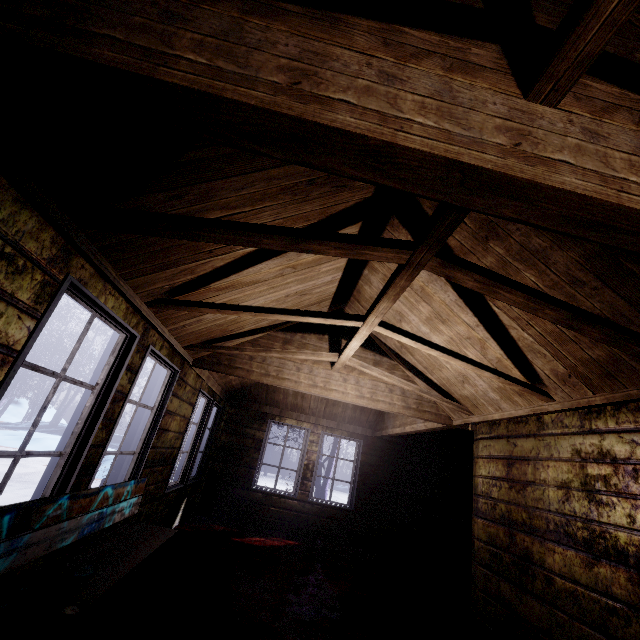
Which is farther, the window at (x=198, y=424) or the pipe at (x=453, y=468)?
the pipe at (x=453, y=468)

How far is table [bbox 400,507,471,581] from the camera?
5.43m

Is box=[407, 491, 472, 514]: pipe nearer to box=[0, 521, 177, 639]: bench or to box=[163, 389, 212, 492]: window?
box=[163, 389, 212, 492]: window

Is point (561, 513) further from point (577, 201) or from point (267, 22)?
point (267, 22)

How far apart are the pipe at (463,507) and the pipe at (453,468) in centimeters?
43cm

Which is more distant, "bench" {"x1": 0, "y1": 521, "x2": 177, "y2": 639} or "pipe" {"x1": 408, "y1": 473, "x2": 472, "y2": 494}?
"pipe" {"x1": 408, "y1": 473, "x2": 472, "y2": 494}

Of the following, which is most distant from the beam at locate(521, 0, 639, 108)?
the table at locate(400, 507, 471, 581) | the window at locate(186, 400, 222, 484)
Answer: the table at locate(400, 507, 471, 581)

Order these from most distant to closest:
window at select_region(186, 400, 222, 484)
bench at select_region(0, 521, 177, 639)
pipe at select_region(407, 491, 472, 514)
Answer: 1. pipe at select_region(407, 491, 472, 514)
2. window at select_region(186, 400, 222, 484)
3. bench at select_region(0, 521, 177, 639)
